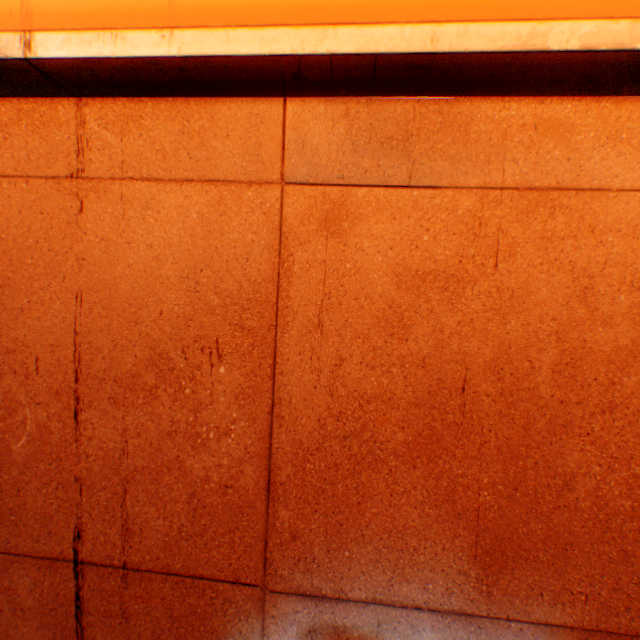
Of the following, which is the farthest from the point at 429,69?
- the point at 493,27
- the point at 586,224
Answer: the point at 586,224
